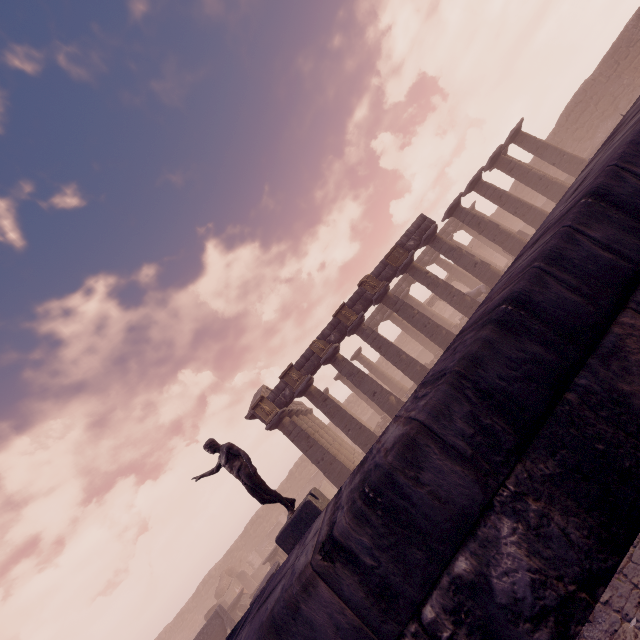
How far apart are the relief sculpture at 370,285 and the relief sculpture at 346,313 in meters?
1.1

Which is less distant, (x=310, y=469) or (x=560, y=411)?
(x=560, y=411)

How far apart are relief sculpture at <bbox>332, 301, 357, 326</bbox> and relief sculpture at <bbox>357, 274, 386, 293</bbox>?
1.1m

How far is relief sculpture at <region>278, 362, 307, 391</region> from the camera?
16.8 meters

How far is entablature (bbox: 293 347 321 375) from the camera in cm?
1708

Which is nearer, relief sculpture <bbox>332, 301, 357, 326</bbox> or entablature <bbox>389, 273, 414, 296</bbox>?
relief sculpture <bbox>332, 301, 357, 326</bbox>

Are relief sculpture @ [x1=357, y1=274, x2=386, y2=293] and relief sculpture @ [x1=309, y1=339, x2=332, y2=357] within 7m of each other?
yes

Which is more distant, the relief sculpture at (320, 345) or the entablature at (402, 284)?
the entablature at (402, 284)
